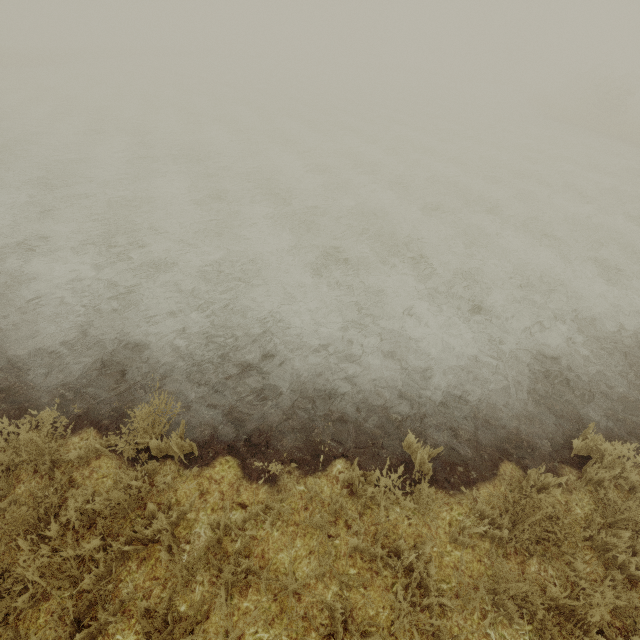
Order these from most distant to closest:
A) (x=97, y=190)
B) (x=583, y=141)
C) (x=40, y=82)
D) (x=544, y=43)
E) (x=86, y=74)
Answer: (x=544, y=43)
(x=86, y=74)
(x=40, y=82)
(x=583, y=141)
(x=97, y=190)
